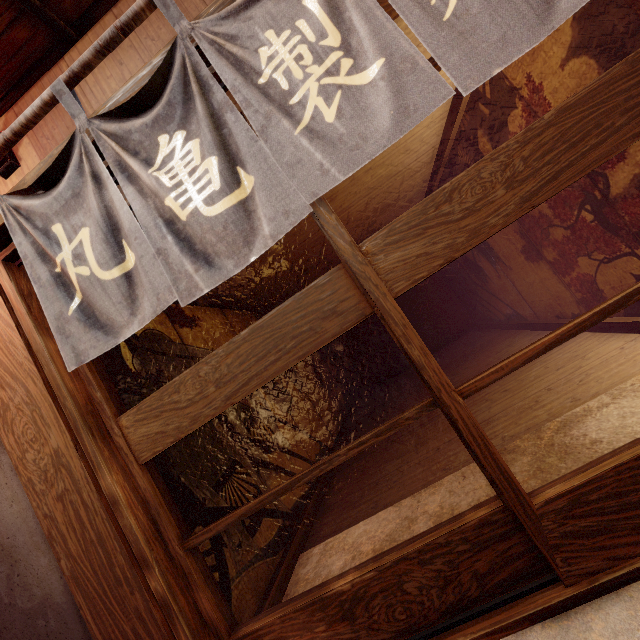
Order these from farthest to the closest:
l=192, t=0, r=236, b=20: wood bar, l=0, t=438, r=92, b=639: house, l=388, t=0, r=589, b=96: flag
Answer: l=0, t=438, r=92, b=639: house < l=192, t=0, r=236, b=20: wood bar < l=388, t=0, r=589, b=96: flag

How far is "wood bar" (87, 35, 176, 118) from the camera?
2.79m

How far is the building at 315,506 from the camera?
4.2m

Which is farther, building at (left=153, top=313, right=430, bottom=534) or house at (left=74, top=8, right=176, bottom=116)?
building at (left=153, top=313, right=430, bottom=534)

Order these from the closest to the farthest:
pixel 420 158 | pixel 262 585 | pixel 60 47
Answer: pixel 60 47, pixel 262 585, pixel 420 158

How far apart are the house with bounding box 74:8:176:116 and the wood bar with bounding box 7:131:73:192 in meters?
0.2 m

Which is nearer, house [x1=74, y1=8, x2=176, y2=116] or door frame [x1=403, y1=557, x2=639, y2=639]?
door frame [x1=403, y1=557, x2=639, y2=639]

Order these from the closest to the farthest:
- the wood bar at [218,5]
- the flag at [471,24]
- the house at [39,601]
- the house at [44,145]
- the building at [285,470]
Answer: Result:
1. the flag at [471,24]
2. the wood bar at [218,5]
3. the house at [39,601]
4. the house at [44,145]
5. the building at [285,470]
